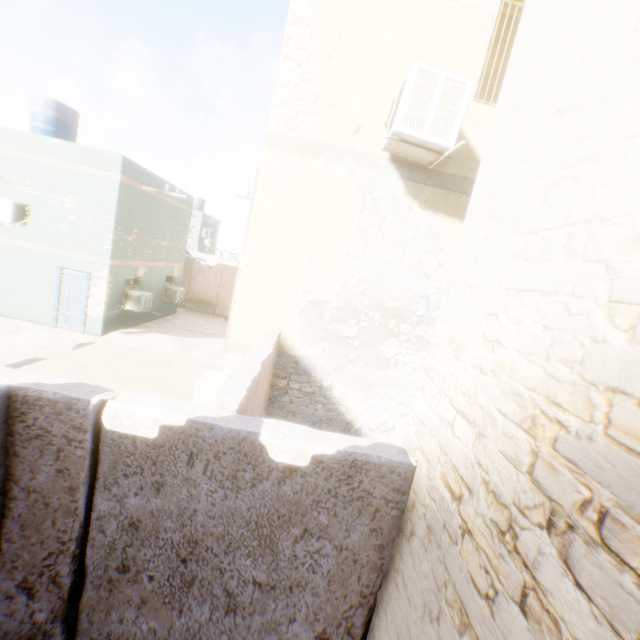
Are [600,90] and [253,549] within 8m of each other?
yes

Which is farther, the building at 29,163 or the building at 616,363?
the building at 29,163

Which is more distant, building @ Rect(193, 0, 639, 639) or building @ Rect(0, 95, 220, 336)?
building @ Rect(0, 95, 220, 336)
